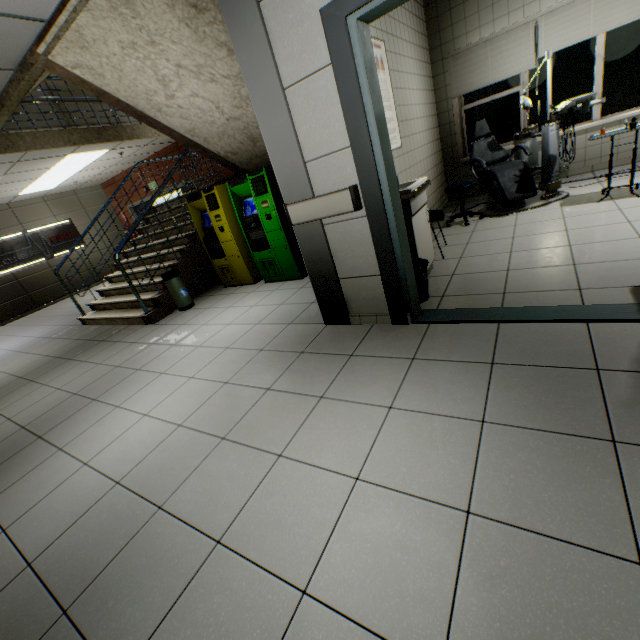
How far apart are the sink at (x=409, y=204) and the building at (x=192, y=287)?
3.7 meters

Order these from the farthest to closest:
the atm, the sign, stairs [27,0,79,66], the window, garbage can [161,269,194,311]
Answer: the sign → the window → garbage can [161,269,194,311] → the atm → stairs [27,0,79,66]

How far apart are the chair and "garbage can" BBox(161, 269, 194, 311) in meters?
4.8

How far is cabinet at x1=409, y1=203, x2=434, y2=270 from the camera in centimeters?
307cm

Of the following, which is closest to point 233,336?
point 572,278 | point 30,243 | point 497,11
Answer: point 572,278

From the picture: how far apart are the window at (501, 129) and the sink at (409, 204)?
3.8m

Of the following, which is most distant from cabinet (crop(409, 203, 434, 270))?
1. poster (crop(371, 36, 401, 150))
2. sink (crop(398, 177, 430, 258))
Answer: poster (crop(371, 36, 401, 150))

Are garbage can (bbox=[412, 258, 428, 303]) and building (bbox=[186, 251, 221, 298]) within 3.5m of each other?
no
